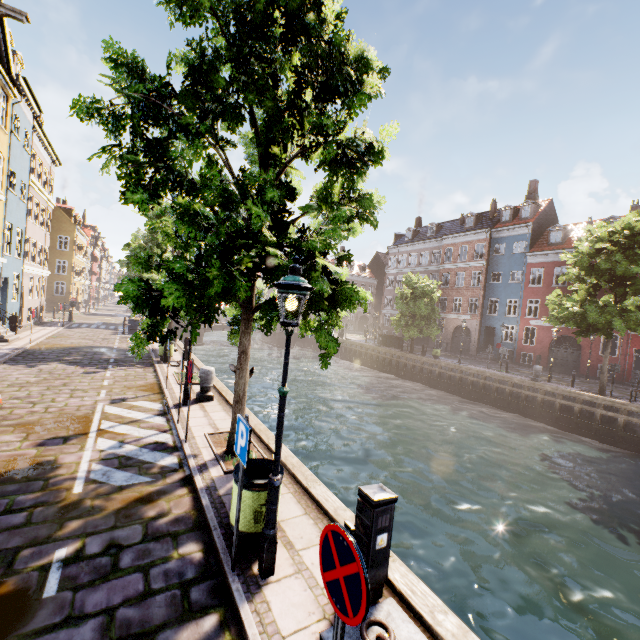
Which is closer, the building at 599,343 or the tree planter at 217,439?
the tree planter at 217,439

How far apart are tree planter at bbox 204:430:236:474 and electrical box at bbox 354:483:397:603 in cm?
315

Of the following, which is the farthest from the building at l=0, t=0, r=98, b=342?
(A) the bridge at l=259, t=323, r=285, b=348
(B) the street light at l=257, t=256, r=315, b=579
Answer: (A) the bridge at l=259, t=323, r=285, b=348

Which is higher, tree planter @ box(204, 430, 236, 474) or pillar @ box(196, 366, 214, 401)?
pillar @ box(196, 366, 214, 401)

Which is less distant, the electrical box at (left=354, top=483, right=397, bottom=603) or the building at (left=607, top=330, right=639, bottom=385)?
the electrical box at (left=354, top=483, right=397, bottom=603)

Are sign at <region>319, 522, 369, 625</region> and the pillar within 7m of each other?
no

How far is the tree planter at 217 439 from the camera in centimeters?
649cm

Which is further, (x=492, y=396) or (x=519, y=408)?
(x=492, y=396)
